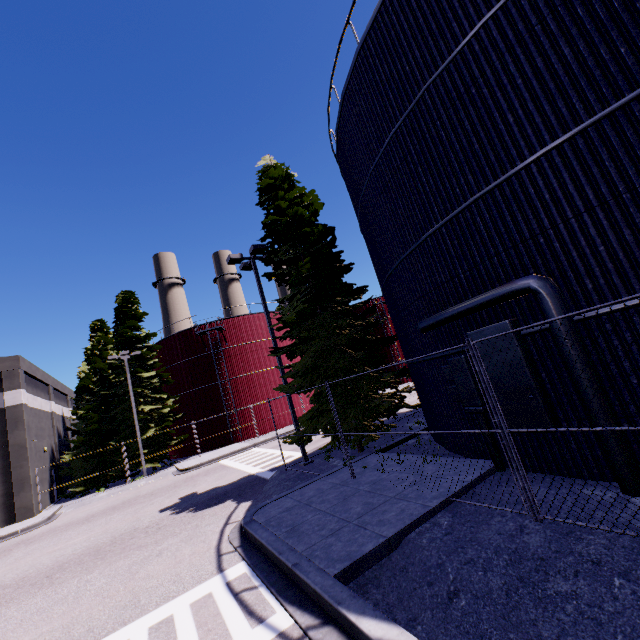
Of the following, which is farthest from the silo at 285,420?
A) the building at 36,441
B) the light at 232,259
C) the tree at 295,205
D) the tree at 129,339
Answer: the tree at 129,339

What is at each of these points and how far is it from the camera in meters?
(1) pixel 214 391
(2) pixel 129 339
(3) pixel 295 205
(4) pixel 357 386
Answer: (1) silo, 31.5 m
(2) tree, 29.6 m
(3) tree, 14.8 m
(4) tree, 12.3 m

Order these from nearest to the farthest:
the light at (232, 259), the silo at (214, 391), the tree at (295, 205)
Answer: the tree at (295, 205) < the light at (232, 259) < the silo at (214, 391)

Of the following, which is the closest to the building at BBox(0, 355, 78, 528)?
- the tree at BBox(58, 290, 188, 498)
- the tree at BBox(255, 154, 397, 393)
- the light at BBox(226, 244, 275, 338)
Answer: the tree at BBox(58, 290, 188, 498)

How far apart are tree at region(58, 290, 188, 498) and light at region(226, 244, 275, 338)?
20.6 meters

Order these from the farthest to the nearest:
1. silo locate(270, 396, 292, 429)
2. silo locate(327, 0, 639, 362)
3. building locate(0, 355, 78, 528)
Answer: silo locate(270, 396, 292, 429), building locate(0, 355, 78, 528), silo locate(327, 0, 639, 362)

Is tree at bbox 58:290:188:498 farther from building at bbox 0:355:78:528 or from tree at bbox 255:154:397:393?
tree at bbox 255:154:397:393

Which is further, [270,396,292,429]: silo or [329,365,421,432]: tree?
[270,396,292,429]: silo
